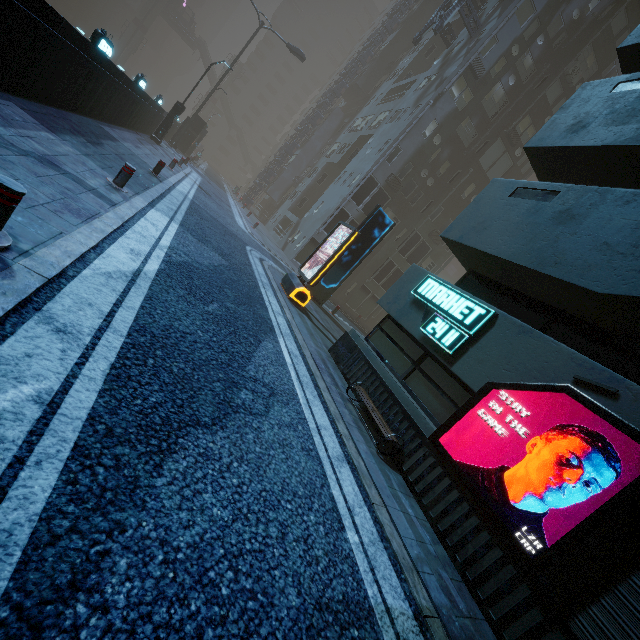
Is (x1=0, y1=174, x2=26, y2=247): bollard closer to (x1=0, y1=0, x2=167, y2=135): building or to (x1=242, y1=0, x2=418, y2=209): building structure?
(x1=0, y1=0, x2=167, y2=135): building

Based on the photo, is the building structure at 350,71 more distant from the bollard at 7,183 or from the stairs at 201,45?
the bollard at 7,183

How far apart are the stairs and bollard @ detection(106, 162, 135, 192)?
70.24m

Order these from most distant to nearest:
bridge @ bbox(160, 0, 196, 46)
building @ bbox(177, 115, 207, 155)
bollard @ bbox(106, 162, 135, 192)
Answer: bridge @ bbox(160, 0, 196, 46), building @ bbox(177, 115, 207, 155), bollard @ bbox(106, 162, 135, 192)

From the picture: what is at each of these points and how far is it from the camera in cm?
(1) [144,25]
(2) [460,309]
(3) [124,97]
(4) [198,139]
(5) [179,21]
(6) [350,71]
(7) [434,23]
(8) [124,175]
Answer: (1) sm, 5406
(2) sign, 680
(3) building, 1324
(4) building, 3516
(5) bridge, 5662
(6) building structure, 3566
(7) building structure, 2230
(8) bollard, 710

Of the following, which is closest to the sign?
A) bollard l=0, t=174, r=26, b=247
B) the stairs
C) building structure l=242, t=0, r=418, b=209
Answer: bollard l=0, t=174, r=26, b=247

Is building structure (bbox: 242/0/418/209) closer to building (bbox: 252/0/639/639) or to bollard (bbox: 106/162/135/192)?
building (bbox: 252/0/639/639)

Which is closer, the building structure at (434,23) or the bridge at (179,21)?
the building structure at (434,23)
